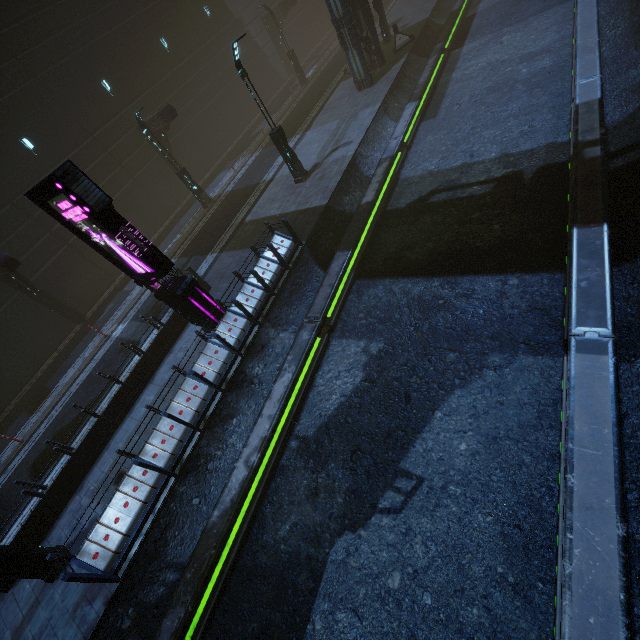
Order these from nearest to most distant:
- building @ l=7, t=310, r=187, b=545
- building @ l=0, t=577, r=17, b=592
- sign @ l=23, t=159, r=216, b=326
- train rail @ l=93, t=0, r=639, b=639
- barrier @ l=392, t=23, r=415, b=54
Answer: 1. train rail @ l=93, t=0, r=639, b=639
2. sign @ l=23, t=159, r=216, b=326
3. building @ l=0, t=577, r=17, b=592
4. building @ l=7, t=310, r=187, b=545
5. barrier @ l=392, t=23, r=415, b=54

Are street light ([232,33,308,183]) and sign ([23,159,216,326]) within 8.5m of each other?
yes

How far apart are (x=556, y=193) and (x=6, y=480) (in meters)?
21.41

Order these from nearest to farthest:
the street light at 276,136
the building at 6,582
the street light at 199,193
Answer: the building at 6,582, the street light at 276,136, the street light at 199,193

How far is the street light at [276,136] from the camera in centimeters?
1201cm

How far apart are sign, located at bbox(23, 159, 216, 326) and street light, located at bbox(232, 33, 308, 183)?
7.92m

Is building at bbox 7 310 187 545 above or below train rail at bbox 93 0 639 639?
above

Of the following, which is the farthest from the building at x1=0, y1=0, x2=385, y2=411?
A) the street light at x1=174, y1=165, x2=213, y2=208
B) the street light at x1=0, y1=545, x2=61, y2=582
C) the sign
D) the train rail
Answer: the street light at x1=174, y1=165, x2=213, y2=208
